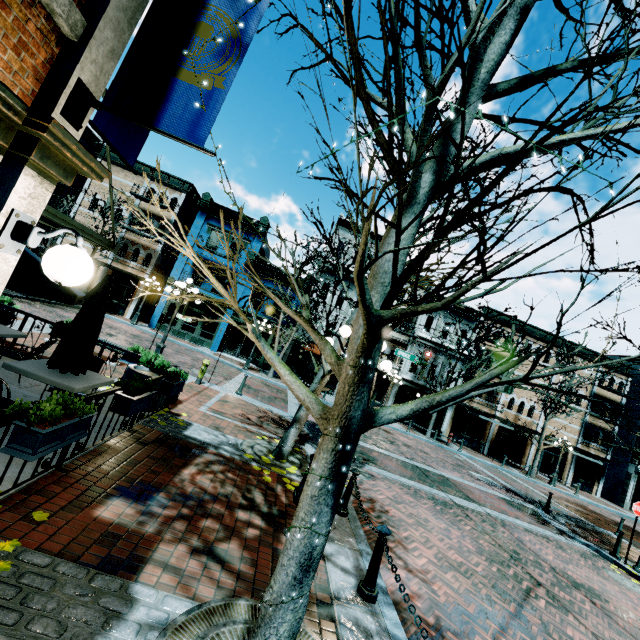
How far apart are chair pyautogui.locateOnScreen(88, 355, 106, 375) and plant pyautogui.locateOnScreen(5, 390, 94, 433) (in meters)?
2.87

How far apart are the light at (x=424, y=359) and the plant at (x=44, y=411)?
16.0 meters

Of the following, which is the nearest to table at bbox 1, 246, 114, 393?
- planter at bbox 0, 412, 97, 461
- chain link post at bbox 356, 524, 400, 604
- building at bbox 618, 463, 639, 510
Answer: planter at bbox 0, 412, 97, 461

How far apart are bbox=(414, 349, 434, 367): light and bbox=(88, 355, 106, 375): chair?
14.5 meters

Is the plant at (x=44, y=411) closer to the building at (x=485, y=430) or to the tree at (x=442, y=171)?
the tree at (x=442, y=171)

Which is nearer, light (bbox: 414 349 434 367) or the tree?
the tree

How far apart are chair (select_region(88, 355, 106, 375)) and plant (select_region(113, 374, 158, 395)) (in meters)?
1.25

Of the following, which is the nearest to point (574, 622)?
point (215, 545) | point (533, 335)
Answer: point (215, 545)
